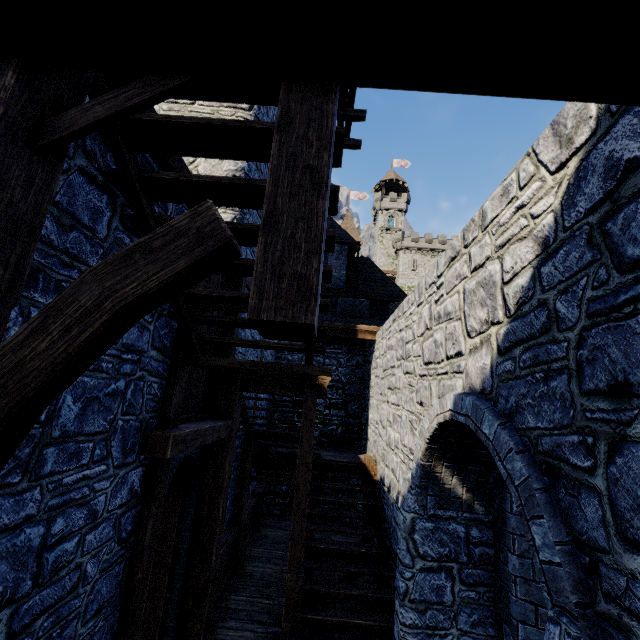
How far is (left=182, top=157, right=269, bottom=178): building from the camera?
6.9 meters

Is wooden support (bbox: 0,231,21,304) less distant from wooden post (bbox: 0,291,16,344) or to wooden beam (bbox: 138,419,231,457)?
wooden post (bbox: 0,291,16,344)

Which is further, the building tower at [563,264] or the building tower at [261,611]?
the building tower at [261,611]

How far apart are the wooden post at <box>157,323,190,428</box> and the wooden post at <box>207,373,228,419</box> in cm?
177

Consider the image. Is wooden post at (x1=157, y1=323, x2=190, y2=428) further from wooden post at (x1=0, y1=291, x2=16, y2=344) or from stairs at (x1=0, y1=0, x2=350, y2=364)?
wooden post at (x1=0, y1=291, x2=16, y2=344)

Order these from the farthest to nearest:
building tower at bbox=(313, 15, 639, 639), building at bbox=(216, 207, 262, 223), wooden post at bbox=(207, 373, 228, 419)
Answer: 1. building at bbox=(216, 207, 262, 223)
2. wooden post at bbox=(207, 373, 228, 419)
3. building tower at bbox=(313, 15, 639, 639)

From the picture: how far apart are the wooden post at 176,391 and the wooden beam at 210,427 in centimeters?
21cm

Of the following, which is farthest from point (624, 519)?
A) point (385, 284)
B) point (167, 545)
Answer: point (385, 284)
